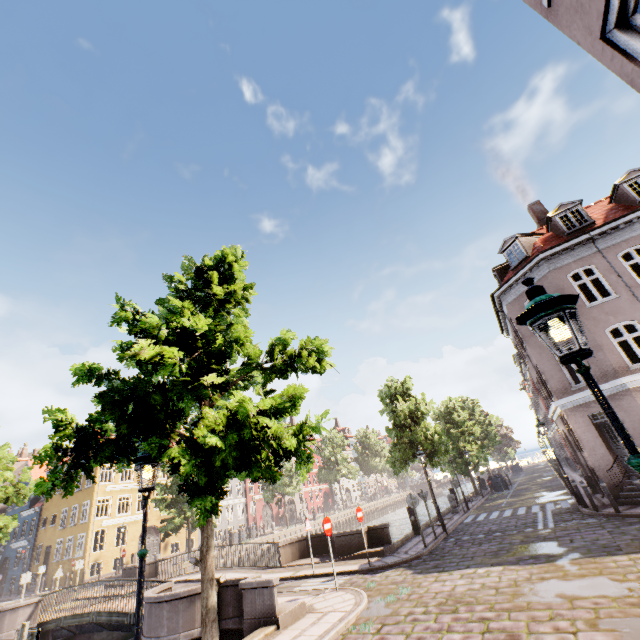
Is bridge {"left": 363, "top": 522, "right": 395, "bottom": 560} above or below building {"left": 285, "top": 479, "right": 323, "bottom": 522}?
below

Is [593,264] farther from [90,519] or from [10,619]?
[90,519]

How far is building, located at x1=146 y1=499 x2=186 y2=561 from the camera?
33.4m

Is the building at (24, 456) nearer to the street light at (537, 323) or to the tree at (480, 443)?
the street light at (537, 323)

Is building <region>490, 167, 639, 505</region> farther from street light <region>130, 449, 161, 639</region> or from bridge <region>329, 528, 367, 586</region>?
bridge <region>329, 528, 367, 586</region>

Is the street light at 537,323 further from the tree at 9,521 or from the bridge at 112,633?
the bridge at 112,633

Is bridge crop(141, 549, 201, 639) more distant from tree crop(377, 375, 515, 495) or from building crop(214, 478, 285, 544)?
building crop(214, 478, 285, 544)

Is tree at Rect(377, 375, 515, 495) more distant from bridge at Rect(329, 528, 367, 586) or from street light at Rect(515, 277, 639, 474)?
bridge at Rect(329, 528, 367, 586)
